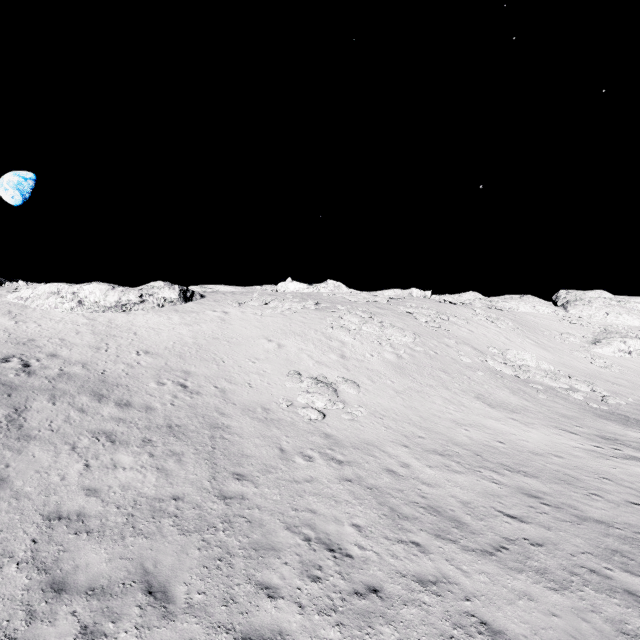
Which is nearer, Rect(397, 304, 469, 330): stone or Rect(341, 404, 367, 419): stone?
Rect(341, 404, 367, 419): stone

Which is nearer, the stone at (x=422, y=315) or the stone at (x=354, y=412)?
the stone at (x=354, y=412)

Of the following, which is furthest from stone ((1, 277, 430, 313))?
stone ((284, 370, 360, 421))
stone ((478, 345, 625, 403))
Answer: stone ((478, 345, 625, 403))

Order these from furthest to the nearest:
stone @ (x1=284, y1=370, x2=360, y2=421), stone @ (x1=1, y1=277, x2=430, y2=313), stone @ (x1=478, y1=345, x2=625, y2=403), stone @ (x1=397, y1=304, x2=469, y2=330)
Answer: stone @ (x1=397, y1=304, x2=469, y2=330), stone @ (x1=1, y1=277, x2=430, y2=313), stone @ (x1=478, y1=345, x2=625, y2=403), stone @ (x1=284, y1=370, x2=360, y2=421)

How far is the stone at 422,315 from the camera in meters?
33.0 m

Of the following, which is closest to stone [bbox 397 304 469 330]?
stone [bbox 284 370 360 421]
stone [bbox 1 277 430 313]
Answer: stone [bbox 284 370 360 421]

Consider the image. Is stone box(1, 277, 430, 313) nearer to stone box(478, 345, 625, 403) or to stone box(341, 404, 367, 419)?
stone box(341, 404, 367, 419)

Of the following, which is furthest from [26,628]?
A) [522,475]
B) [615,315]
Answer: [615,315]
